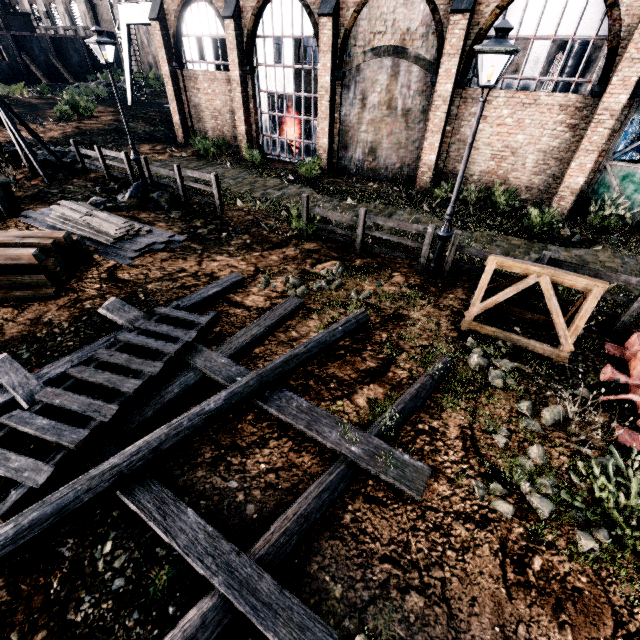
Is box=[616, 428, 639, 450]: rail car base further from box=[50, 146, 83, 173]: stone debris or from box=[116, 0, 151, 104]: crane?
box=[116, 0, 151, 104]: crane

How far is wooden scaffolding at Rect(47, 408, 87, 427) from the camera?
4.73m

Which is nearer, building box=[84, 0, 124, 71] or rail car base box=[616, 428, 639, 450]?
rail car base box=[616, 428, 639, 450]

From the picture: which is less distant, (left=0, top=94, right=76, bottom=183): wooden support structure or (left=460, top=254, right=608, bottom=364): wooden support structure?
(left=460, top=254, right=608, bottom=364): wooden support structure

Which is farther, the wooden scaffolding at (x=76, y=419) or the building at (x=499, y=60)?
the building at (x=499, y=60)

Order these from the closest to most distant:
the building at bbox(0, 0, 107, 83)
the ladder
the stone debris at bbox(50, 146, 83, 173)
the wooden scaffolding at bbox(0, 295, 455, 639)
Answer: the wooden scaffolding at bbox(0, 295, 455, 639)
the ladder
the stone debris at bbox(50, 146, 83, 173)
the building at bbox(0, 0, 107, 83)

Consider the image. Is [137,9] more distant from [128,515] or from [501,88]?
[128,515]

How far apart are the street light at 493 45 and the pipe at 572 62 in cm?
2702
